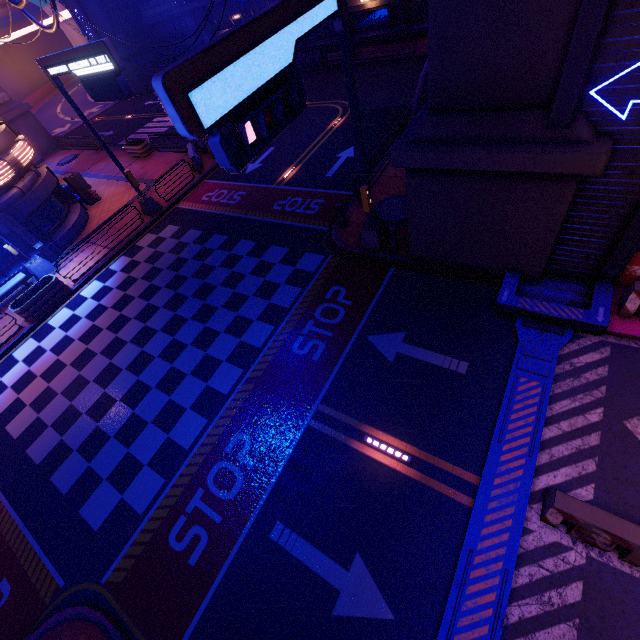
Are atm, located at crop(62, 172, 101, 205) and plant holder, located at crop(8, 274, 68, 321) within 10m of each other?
yes

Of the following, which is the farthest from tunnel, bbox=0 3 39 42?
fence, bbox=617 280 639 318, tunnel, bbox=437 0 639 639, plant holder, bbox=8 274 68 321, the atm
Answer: fence, bbox=617 280 639 318

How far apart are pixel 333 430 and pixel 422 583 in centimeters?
353cm

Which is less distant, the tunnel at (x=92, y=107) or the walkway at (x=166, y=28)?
the walkway at (x=166, y=28)

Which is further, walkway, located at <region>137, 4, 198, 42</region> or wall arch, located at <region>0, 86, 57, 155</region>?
walkway, located at <region>137, 4, 198, 42</region>

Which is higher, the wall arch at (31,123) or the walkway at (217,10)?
the walkway at (217,10)

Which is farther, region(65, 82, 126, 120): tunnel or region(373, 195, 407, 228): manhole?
region(65, 82, 126, 120): tunnel

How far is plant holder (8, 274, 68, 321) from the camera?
14.32m
